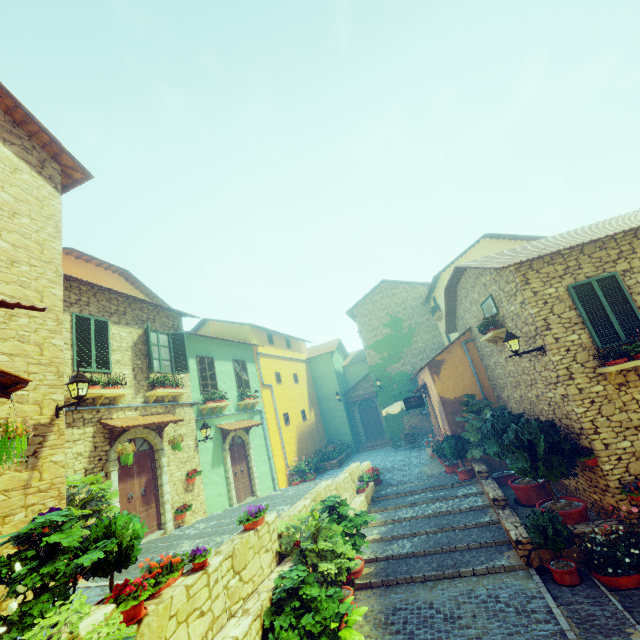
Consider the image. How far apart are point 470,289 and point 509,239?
7.0m

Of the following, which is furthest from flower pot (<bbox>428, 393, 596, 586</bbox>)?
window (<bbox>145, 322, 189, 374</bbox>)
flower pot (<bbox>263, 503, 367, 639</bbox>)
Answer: window (<bbox>145, 322, 189, 374</bbox>)

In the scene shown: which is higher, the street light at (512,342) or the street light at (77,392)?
the street light at (77,392)

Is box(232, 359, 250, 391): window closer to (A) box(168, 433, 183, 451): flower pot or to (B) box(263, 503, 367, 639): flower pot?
(A) box(168, 433, 183, 451): flower pot

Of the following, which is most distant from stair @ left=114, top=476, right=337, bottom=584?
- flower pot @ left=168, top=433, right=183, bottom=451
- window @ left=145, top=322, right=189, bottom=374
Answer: window @ left=145, top=322, right=189, bottom=374

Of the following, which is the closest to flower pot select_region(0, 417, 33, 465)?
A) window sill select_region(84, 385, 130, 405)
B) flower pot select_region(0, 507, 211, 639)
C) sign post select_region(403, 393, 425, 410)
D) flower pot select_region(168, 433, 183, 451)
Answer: flower pot select_region(0, 507, 211, 639)

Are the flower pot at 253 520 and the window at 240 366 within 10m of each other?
yes

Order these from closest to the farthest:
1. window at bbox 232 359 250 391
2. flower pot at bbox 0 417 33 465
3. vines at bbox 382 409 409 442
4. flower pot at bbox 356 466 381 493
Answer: flower pot at bbox 0 417 33 465 < flower pot at bbox 356 466 381 493 < window at bbox 232 359 250 391 < vines at bbox 382 409 409 442
